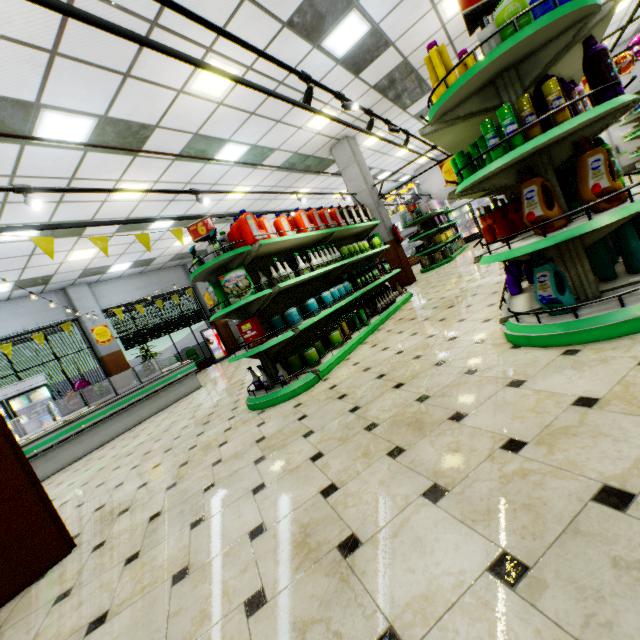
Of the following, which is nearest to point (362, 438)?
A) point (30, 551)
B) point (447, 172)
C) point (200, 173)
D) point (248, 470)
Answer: point (248, 470)

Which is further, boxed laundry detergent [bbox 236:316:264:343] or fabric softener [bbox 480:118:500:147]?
boxed laundry detergent [bbox 236:316:264:343]

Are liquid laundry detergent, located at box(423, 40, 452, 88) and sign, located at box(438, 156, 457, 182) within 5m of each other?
no

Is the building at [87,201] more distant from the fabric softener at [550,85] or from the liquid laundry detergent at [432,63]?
the liquid laundry detergent at [432,63]

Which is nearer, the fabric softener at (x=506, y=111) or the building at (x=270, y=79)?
the fabric softener at (x=506, y=111)

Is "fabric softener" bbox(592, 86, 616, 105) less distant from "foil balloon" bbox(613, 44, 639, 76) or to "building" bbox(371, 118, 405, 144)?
"building" bbox(371, 118, 405, 144)

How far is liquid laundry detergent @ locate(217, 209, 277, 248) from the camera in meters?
4.0

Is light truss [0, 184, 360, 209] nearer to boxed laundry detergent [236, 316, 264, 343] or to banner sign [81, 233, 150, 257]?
banner sign [81, 233, 150, 257]
